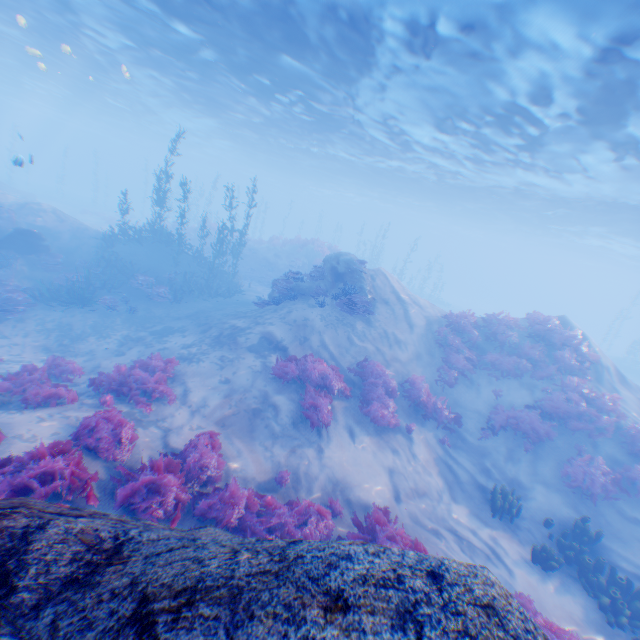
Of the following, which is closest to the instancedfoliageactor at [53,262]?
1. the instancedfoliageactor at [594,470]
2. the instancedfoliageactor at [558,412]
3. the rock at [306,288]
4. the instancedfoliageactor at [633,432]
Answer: the rock at [306,288]

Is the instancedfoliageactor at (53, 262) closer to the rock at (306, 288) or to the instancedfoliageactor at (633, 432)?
the rock at (306, 288)

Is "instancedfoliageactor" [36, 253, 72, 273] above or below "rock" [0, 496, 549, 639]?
below

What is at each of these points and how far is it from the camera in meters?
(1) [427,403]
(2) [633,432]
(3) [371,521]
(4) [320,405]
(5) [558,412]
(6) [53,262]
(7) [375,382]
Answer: (1) instancedfoliageactor, 11.8 m
(2) instancedfoliageactor, 11.0 m
(3) instancedfoliageactor, 6.9 m
(4) instancedfoliageactor, 9.8 m
(5) instancedfoliageactor, 11.7 m
(6) instancedfoliageactor, 16.7 m
(7) instancedfoliageactor, 11.8 m

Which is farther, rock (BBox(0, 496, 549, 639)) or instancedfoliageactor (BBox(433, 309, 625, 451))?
instancedfoliageactor (BBox(433, 309, 625, 451))

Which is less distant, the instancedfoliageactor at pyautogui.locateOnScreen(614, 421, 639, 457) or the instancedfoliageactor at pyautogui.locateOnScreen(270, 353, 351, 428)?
the instancedfoliageactor at pyautogui.locateOnScreen(270, 353, 351, 428)

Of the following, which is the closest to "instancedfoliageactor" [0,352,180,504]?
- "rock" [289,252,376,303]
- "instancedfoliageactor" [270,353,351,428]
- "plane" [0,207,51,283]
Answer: "rock" [289,252,376,303]

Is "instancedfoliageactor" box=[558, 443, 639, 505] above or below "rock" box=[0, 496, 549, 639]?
below
